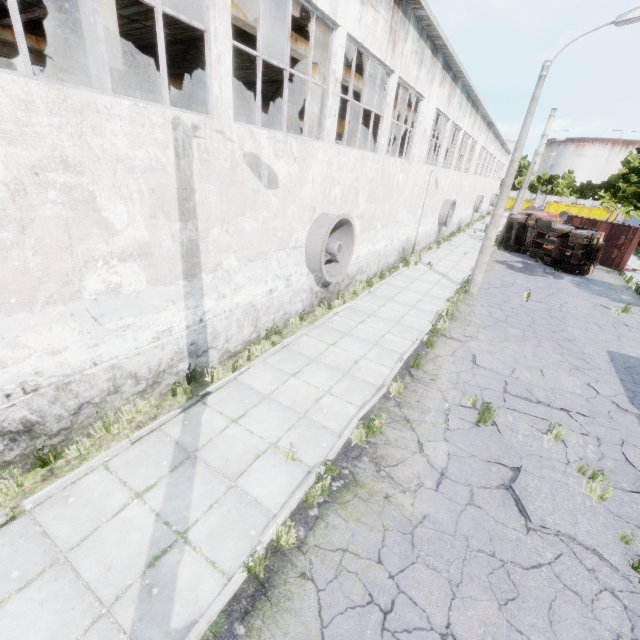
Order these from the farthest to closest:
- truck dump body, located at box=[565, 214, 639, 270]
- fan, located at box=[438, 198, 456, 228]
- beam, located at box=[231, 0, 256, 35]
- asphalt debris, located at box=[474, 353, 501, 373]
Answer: fan, located at box=[438, 198, 456, 228] → truck dump body, located at box=[565, 214, 639, 270] → asphalt debris, located at box=[474, 353, 501, 373] → beam, located at box=[231, 0, 256, 35]

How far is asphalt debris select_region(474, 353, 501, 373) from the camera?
9.3 meters

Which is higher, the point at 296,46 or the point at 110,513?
the point at 296,46

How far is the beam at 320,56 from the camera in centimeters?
1170cm

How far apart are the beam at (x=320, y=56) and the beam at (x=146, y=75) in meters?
11.8

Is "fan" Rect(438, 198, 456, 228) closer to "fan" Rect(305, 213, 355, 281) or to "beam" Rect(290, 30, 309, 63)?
"beam" Rect(290, 30, 309, 63)

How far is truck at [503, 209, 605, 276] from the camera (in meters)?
20.16

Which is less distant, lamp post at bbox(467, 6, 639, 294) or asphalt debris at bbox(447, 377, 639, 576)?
asphalt debris at bbox(447, 377, 639, 576)
